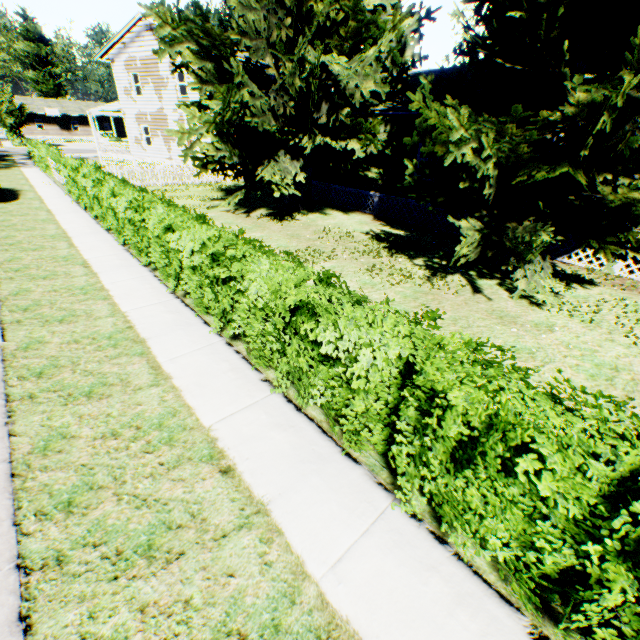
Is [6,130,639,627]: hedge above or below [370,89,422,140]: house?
below

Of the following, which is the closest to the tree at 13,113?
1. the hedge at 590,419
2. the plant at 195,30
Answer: the plant at 195,30

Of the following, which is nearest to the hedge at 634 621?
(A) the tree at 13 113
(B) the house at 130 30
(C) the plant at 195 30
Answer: (C) the plant at 195 30

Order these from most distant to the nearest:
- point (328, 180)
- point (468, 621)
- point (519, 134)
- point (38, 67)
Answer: point (38, 67) < point (328, 180) < point (519, 134) < point (468, 621)

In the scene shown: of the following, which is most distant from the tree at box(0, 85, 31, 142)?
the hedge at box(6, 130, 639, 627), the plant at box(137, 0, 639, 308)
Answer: the hedge at box(6, 130, 639, 627)

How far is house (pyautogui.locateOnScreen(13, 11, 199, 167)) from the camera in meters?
23.5 m

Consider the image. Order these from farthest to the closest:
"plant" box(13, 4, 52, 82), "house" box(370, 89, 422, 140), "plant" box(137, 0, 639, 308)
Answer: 1. "plant" box(13, 4, 52, 82)
2. "house" box(370, 89, 422, 140)
3. "plant" box(137, 0, 639, 308)
